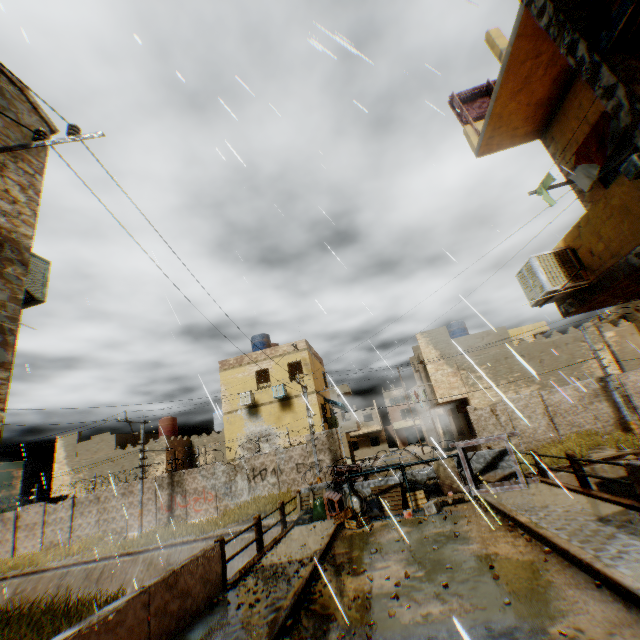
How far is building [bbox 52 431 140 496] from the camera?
26.41m

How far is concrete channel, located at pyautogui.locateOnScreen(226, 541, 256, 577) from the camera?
14.6 meters

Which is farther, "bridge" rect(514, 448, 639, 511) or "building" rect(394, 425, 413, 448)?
"building" rect(394, 425, 413, 448)

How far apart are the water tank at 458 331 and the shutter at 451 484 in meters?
15.7

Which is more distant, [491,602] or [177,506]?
[177,506]

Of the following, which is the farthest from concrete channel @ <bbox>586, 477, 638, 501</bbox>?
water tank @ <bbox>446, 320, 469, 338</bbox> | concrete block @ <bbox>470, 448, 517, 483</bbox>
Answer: water tank @ <bbox>446, 320, 469, 338</bbox>

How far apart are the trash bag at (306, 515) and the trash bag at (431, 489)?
2.85m

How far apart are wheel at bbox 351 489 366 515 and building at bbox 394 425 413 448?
48.7m
